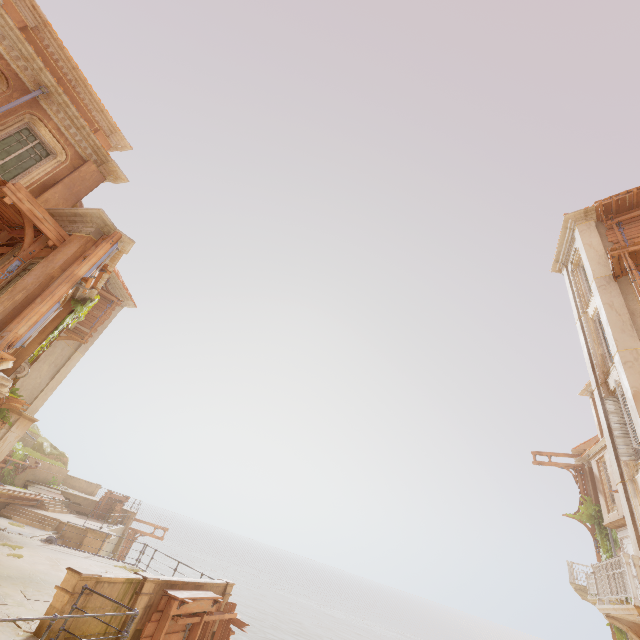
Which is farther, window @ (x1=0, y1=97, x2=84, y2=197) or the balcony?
window @ (x1=0, y1=97, x2=84, y2=197)

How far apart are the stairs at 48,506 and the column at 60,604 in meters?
19.6 m

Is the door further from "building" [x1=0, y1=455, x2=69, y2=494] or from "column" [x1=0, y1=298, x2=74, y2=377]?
"column" [x1=0, y1=298, x2=74, y2=377]

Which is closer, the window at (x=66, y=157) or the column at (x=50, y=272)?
the column at (x=50, y=272)

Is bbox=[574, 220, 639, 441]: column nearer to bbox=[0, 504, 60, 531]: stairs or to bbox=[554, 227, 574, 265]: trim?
bbox=[554, 227, 574, 265]: trim

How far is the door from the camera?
17.7 meters

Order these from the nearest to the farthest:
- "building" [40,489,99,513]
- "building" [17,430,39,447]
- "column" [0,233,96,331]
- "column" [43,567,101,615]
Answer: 1. "column" [43,567,101,615]
2. "column" [0,233,96,331]
3. "building" [17,430,39,447]
4. "building" [40,489,99,513]

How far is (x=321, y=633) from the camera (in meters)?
59.41
